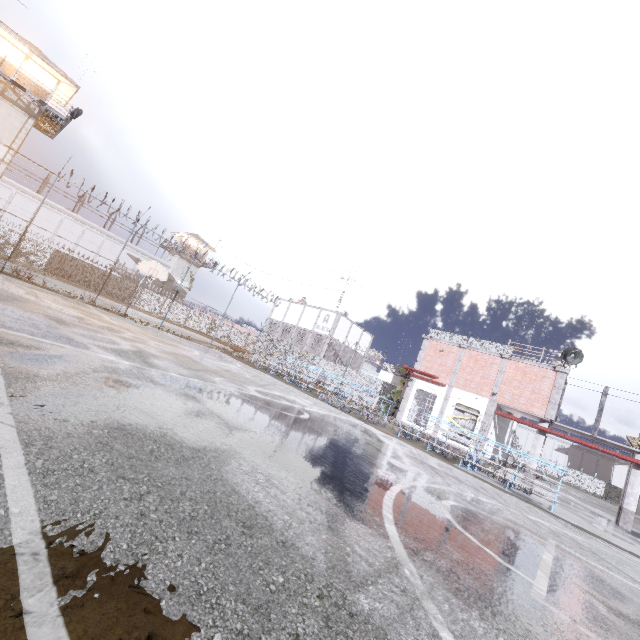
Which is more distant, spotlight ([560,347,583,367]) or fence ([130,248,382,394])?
fence ([130,248,382,394])

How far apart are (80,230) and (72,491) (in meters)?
52.79

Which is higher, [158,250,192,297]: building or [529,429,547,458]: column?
[158,250,192,297]: building

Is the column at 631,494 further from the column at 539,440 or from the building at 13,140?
the building at 13,140

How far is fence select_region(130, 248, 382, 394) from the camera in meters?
27.6

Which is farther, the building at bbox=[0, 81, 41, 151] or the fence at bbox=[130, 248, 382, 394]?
the fence at bbox=[130, 248, 382, 394]

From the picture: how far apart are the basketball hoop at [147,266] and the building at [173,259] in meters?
35.4 m

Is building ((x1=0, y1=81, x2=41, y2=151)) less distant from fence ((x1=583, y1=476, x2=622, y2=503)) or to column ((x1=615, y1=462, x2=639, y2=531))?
fence ((x1=583, y1=476, x2=622, y2=503))
